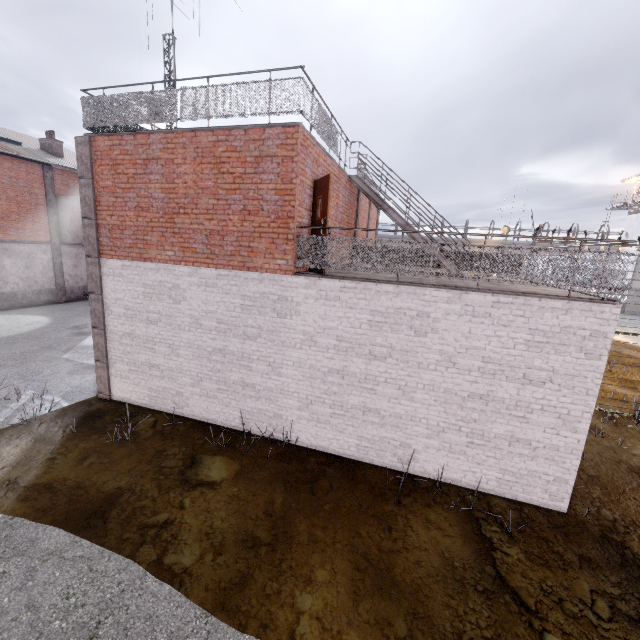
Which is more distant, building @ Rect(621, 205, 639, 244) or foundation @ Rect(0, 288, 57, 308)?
building @ Rect(621, 205, 639, 244)

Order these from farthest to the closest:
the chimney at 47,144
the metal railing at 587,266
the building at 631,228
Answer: the building at 631,228, the chimney at 47,144, the metal railing at 587,266

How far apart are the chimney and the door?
A: 25.3 meters

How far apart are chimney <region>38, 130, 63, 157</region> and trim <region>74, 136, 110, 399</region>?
20.17m

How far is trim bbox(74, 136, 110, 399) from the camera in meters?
8.2 m

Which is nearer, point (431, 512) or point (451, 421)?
point (431, 512)

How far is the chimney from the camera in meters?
22.5 m

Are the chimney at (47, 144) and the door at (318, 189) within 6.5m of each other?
no
